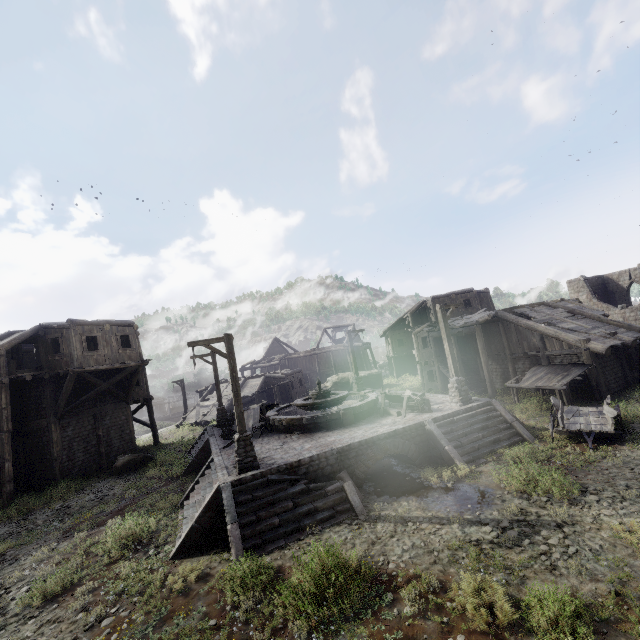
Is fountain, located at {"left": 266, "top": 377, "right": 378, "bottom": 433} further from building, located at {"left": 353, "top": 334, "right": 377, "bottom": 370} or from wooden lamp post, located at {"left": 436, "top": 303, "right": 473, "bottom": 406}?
building, located at {"left": 353, "top": 334, "right": 377, "bottom": 370}

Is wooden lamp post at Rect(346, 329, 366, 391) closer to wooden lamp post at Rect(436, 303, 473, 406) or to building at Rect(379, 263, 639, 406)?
building at Rect(379, 263, 639, 406)

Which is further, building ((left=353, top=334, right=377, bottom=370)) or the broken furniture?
building ((left=353, top=334, right=377, bottom=370))

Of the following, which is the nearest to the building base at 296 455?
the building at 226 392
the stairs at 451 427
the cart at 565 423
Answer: the stairs at 451 427

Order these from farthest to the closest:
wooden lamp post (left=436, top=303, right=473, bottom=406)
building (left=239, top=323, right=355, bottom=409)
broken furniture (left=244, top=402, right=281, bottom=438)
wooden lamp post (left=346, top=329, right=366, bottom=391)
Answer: building (left=239, top=323, right=355, bottom=409) < wooden lamp post (left=346, top=329, right=366, bottom=391) < broken furniture (left=244, top=402, right=281, bottom=438) < wooden lamp post (left=436, top=303, right=473, bottom=406)

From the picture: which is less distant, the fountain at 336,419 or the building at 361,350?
the fountain at 336,419

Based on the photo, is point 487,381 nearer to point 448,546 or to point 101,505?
point 448,546

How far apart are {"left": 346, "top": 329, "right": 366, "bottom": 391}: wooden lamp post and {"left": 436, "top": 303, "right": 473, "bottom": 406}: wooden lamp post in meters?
9.1 m
